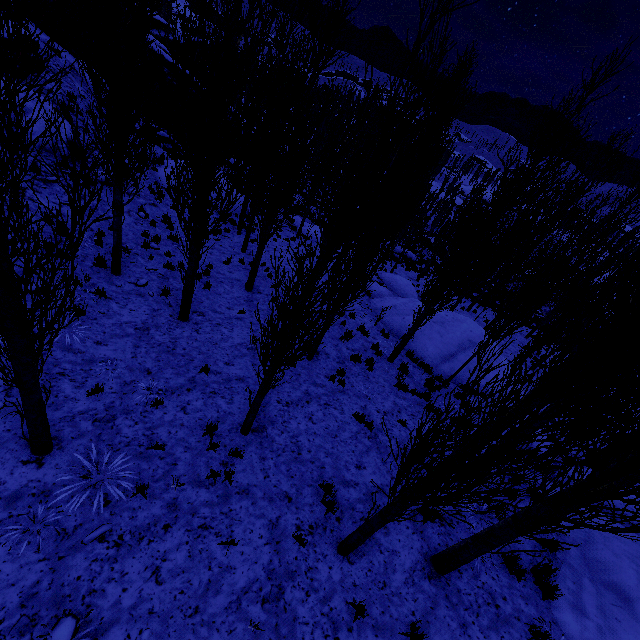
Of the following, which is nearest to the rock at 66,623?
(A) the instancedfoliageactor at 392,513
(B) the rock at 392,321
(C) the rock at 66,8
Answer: (A) the instancedfoliageactor at 392,513

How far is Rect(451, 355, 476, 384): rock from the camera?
13.8 meters

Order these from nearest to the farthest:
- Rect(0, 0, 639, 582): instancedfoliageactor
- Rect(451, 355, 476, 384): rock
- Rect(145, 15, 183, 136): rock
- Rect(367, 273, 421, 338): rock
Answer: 1. Rect(0, 0, 639, 582): instancedfoliageactor
2. Rect(451, 355, 476, 384): rock
3. Rect(367, 273, 421, 338): rock
4. Rect(145, 15, 183, 136): rock

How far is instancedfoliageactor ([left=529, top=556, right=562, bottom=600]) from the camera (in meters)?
5.82

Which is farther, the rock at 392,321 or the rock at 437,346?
the rock at 392,321

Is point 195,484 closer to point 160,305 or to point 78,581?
point 78,581

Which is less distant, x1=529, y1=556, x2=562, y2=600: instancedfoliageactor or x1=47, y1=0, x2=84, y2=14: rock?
x1=529, y1=556, x2=562, y2=600: instancedfoliageactor

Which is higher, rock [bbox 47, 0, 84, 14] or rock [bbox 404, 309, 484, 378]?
rock [bbox 47, 0, 84, 14]
